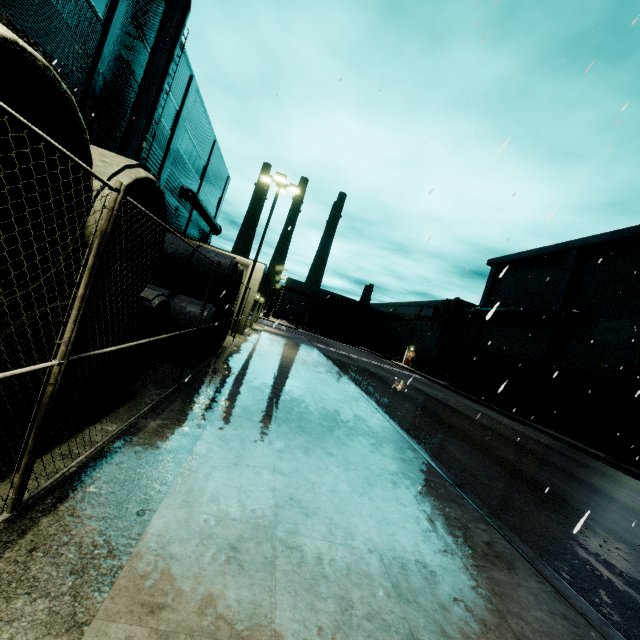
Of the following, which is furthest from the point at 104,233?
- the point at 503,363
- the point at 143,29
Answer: the point at 503,363

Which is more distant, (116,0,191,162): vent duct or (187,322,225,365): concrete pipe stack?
(116,0,191,162): vent duct

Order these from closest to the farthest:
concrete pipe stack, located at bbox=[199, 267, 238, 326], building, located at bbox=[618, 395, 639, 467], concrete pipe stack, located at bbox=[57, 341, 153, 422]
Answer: concrete pipe stack, located at bbox=[57, 341, 153, 422] < concrete pipe stack, located at bbox=[199, 267, 238, 326] < building, located at bbox=[618, 395, 639, 467]

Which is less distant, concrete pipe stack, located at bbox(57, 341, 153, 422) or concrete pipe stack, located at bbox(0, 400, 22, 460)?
concrete pipe stack, located at bbox(0, 400, 22, 460)

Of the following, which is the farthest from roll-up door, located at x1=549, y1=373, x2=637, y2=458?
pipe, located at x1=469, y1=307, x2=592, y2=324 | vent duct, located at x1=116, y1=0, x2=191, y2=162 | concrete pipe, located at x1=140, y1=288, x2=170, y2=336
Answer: concrete pipe, located at x1=140, y1=288, x2=170, y2=336

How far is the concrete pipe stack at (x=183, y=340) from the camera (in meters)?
9.16

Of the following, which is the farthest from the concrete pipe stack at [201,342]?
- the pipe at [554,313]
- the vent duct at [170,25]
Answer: the pipe at [554,313]

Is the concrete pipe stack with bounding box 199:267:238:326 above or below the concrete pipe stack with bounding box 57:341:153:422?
above
